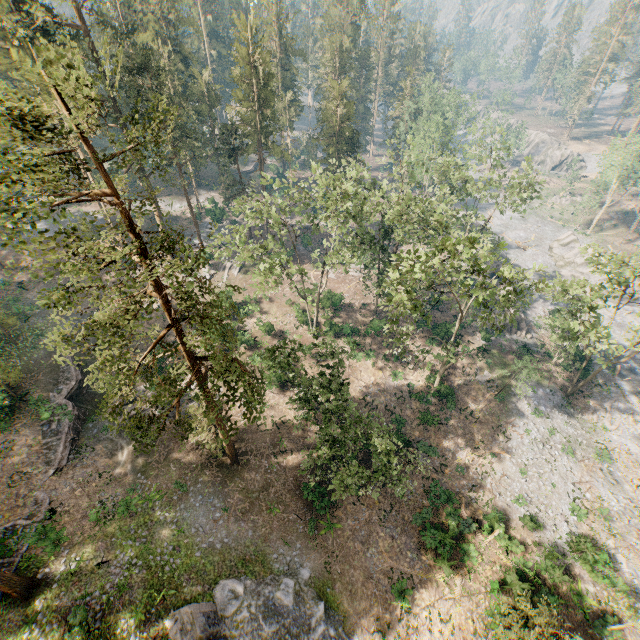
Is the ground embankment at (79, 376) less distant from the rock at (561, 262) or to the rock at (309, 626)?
the rock at (309, 626)

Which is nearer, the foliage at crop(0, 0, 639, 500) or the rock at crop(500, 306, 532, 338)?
the foliage at crop(0, 0, 639, 500)

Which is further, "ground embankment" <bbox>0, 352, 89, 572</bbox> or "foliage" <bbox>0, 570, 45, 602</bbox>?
"ground embankment" <bbox>0, 352, 89, 572</bbox>

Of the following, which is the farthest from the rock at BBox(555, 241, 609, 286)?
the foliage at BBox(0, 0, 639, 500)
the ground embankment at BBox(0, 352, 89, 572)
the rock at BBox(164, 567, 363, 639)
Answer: the ground embankment at BBox(0, 352, 89, 572)

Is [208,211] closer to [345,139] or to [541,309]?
[345,139]

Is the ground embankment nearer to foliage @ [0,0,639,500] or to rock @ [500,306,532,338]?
foliage @ [0,0,639,500]

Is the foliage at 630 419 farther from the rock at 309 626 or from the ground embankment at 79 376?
the ground embankment at 79 376
